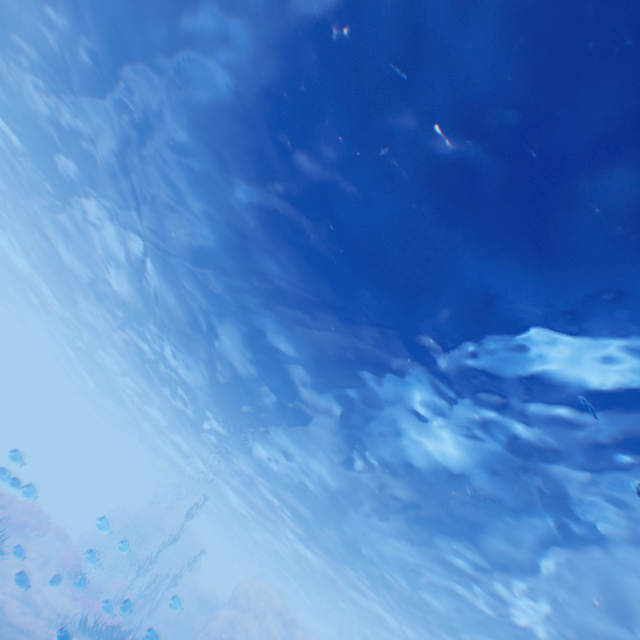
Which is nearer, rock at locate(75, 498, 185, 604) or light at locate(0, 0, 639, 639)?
light at locate(0, 0, 639, 639)

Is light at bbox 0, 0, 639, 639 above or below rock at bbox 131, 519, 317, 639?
above

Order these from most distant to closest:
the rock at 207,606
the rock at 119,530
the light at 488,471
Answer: the rock at 119,530
the rock at 207,606
the light at 488,471

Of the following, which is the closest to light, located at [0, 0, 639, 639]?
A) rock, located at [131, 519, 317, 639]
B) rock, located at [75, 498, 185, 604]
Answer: rock, located at [131, 519, 317, 639]

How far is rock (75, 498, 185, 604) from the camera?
23.9 meters

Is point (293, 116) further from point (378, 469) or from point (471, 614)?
point (471, 614)

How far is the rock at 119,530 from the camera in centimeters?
2394cm
